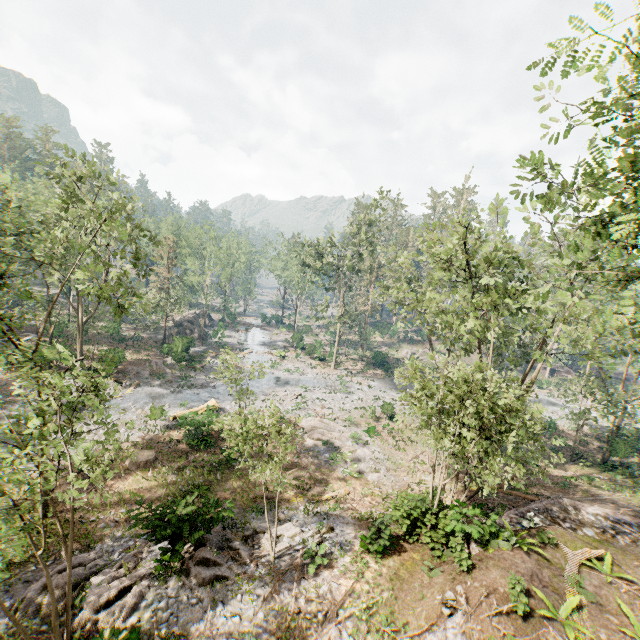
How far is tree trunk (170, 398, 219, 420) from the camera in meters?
23.8 m

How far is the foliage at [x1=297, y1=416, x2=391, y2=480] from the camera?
23.8m

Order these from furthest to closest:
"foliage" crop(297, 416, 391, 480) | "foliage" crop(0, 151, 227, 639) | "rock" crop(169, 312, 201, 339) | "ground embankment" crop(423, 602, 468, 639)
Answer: "rock" crop(169, 312, 201, 339), "foliage" crop(297, 416, 391, 480), "ground embankment" crop(423, 602, 468, 639), "foliage" crop(0, 151, 227, 639)

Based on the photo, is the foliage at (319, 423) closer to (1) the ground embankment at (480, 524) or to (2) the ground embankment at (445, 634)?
(1) the ground embankment at (480, 524)

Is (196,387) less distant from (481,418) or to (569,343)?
(481,418)

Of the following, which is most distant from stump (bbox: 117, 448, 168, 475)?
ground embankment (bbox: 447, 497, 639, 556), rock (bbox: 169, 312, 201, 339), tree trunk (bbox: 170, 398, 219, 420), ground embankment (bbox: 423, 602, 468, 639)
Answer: rock (bbox: 169, 312, 201, 339)

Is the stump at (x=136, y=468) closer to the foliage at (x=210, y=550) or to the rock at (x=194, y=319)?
the foliage at (x=210, y=550)

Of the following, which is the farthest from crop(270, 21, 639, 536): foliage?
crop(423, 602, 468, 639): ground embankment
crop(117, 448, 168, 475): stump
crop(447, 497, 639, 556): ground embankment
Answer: crop(117, 448, 168, 475): stump
